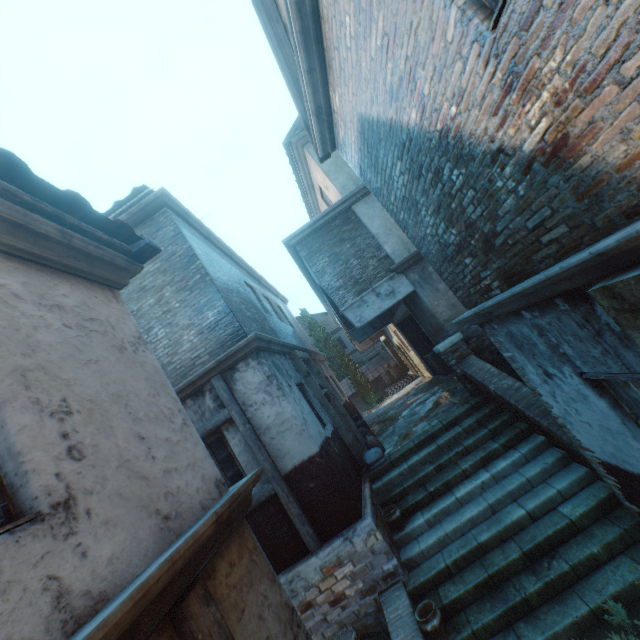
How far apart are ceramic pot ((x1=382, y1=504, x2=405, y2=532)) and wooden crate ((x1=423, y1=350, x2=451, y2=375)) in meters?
7.0

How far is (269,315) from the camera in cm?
1092

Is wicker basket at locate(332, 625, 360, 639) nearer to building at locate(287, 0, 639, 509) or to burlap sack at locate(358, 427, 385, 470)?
Result: building at locate(287, 0, 639, 509)

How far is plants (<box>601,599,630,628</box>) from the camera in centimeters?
376cm

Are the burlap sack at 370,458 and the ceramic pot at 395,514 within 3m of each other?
yes

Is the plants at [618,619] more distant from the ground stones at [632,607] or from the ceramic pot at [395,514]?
the ceramic pot at [395,514]

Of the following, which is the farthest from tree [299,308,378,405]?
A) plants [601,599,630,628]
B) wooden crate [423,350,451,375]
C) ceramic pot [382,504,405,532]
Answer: ceramic pot [382,504,405,532]

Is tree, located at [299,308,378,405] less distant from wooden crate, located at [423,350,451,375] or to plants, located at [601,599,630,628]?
wooden crate, located at [423,350,451,375]
